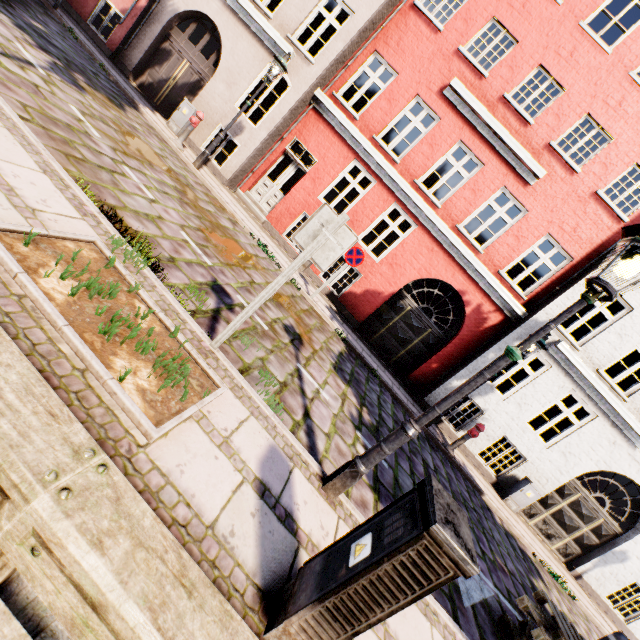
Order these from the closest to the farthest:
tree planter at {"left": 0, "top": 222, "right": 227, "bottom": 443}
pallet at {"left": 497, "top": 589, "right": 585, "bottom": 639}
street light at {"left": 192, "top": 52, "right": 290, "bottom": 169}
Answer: tree planter at {"left": 0, "top": 222, "right": 227, "bottom": 443} → pallet at {"left": 497, "top": 589, "right": 585, "bottom": 639} → street light at {"left": 192, "top": 52, "right": 290, "bottom": 169}

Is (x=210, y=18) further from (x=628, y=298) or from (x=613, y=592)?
(x=613, y=592)

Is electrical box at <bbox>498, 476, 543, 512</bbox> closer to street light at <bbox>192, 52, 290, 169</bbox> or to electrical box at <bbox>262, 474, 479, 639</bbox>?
electrical box at <bbox>262, 474, 479, 639</bbox>

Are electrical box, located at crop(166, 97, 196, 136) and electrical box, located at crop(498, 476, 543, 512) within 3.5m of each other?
no

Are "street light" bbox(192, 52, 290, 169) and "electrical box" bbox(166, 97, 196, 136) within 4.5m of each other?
yes

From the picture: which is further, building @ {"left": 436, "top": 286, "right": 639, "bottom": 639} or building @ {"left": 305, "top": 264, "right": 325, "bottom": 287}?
building @ {"left": 305, "top": 264, "right": 325, "bottom": 287}

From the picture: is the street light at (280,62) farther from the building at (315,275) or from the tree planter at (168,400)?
the tree planter at (168,400)

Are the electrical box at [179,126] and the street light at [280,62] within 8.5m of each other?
yes
